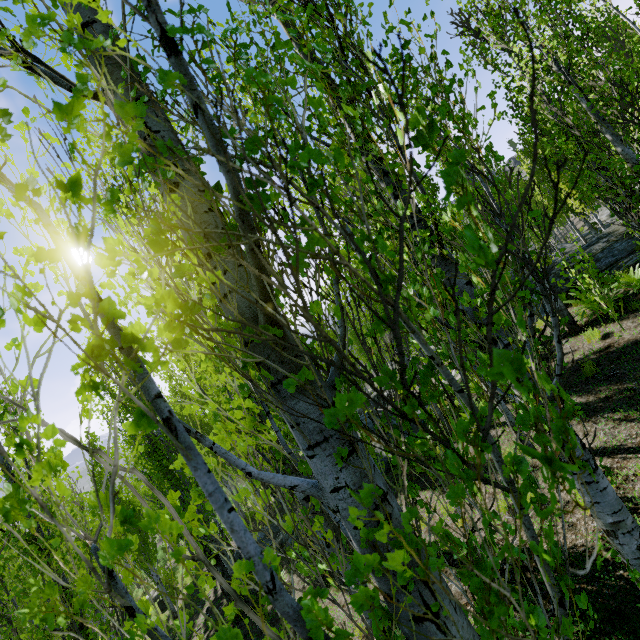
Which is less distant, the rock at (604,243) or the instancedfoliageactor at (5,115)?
the instancedfoliageactor at (5,115)

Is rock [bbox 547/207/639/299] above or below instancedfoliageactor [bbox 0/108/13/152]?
below

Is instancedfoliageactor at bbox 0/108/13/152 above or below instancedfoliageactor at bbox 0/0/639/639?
above

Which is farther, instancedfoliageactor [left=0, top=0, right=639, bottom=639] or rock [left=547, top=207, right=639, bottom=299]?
rock [left=547, top=207, right=639, bottom=299]

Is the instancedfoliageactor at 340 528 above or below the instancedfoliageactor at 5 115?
below

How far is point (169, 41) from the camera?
0.7m
